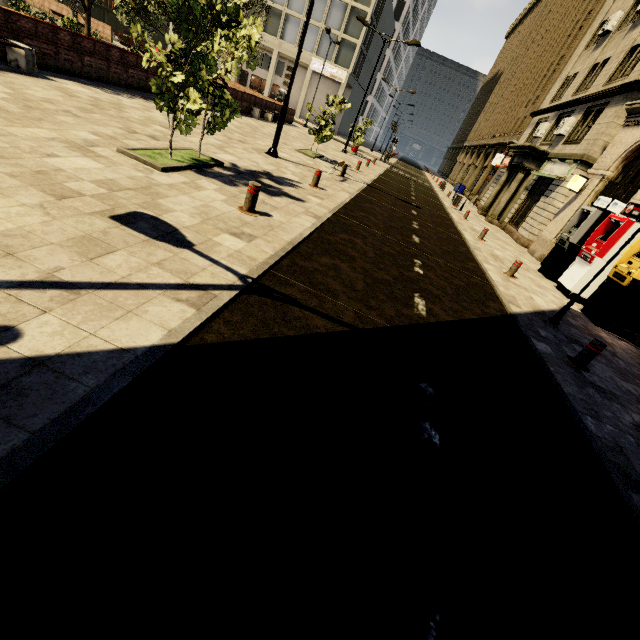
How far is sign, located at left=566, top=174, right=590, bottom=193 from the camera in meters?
14.6

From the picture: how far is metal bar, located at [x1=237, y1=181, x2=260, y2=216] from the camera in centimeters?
599cm

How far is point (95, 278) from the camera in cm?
314

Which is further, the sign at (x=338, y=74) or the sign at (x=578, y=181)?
the sign at (x=338, y=74)

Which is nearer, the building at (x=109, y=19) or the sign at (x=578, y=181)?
the sign at (x=578, y=181)

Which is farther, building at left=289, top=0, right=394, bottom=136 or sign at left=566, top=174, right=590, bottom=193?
building at left=289, top=0, right=394, bottom=136

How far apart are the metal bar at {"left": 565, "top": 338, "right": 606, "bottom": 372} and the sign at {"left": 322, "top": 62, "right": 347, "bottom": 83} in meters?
46.2

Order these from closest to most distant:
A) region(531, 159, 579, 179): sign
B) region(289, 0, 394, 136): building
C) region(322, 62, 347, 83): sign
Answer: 1. region(531, 159, 579, 179): sign
2. region(289, 0, 394, 136): building
3. region(322, 62, 347, 83): sign
